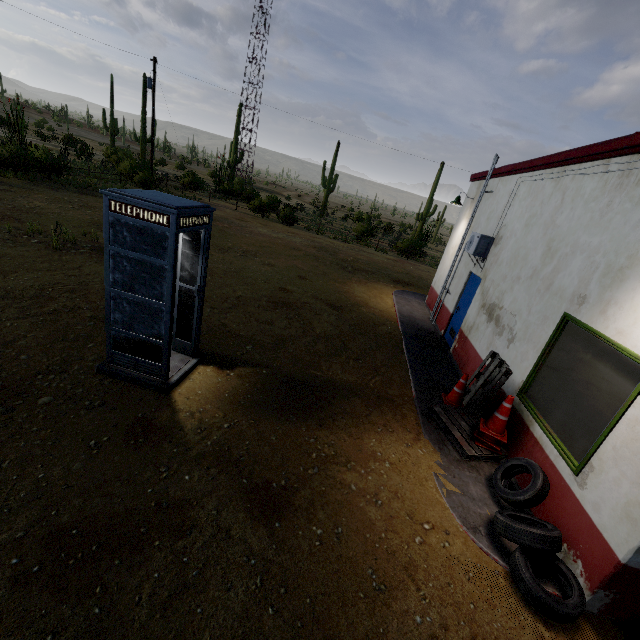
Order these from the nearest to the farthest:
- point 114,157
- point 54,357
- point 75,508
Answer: point 75,508, point 54,357, point 114,157

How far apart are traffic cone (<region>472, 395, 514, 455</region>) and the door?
3.8 meters

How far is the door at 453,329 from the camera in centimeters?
887cm

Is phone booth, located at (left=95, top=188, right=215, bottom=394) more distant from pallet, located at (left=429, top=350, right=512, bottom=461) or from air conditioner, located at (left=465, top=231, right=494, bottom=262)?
air conditioner, located at (left=465, top=231, right=494, bottom=262)

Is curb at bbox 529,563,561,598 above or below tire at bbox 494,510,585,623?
below

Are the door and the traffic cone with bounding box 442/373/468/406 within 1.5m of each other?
no

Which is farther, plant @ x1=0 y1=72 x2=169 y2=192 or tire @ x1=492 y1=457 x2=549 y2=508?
plant @ x1=0 y1=72 x2=169 y2=192

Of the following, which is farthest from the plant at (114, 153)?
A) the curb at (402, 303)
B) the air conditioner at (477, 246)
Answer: the air conditioner at (477, 246)
